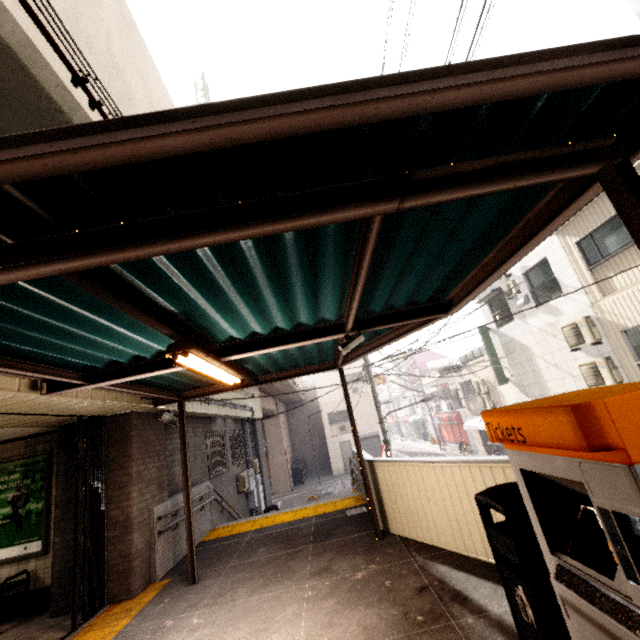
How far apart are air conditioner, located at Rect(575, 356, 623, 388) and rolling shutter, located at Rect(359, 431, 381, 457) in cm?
1891

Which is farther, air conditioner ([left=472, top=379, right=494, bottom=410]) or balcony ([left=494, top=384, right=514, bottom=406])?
air conditioner ([left=472, top=379, right=494, bottom=410])

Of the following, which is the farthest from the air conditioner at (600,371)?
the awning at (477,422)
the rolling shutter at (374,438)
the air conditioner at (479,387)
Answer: the rolling shutter at (374,438)

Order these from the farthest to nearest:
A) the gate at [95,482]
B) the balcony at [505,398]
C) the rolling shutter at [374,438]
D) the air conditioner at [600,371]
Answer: the rolling shutter at [374,438], the balcony at [505,398], the air conditioner at [600,371], the gate at [95,482]

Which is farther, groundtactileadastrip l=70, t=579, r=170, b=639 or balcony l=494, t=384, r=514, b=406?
balcony l=494, t=384, r=514, b=406

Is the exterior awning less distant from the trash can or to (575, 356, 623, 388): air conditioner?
the trash can

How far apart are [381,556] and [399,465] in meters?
1.3

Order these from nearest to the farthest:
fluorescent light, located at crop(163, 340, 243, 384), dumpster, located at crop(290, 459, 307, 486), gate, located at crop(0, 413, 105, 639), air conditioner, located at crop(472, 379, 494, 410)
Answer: fluorescent light, located at crop(163, 340, 243, 384) < gate, located at crop(0, 413, 105, 639) < air conditioner, located at crop(472, 379, 494, 410) < dumpster, located at crop(290, 459, 307, 486)
